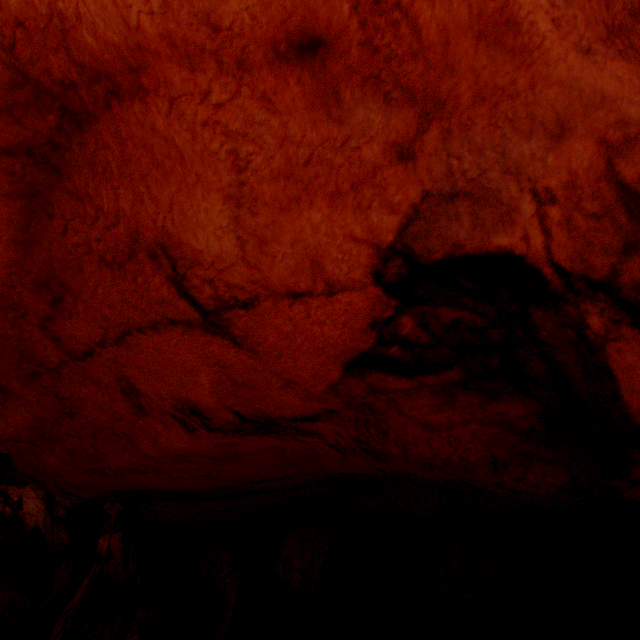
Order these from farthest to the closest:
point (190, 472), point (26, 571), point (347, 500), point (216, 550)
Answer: point (26, 571)
point (216, 550)
point (347, 500)
point (190, 472)
